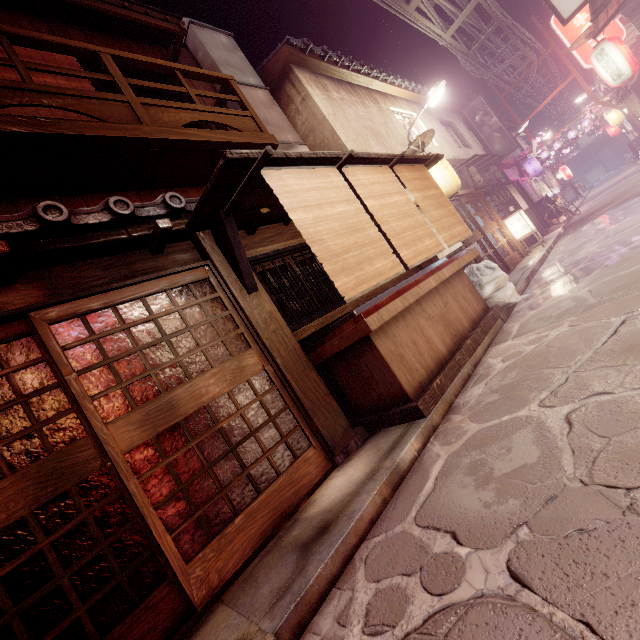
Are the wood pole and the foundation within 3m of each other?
yes

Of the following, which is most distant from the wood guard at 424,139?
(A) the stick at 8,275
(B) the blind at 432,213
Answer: (A) the stick at 8,275

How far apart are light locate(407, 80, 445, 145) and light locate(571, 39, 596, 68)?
6.61m

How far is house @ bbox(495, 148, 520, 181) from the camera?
30.7m

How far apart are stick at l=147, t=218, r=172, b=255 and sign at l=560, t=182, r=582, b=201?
53.28m

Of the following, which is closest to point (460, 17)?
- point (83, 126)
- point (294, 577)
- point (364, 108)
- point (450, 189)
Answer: point (364, 108)

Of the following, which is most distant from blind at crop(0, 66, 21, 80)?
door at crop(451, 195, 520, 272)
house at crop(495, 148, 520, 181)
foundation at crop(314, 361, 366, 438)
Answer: house at crop(495, 148, 520, 181)

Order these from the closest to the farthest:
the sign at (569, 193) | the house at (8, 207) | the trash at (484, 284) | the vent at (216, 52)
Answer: the house at (8, 207) < the trash at (484, 284) < the vent at (216, 52) < the sign at (569, 193)
